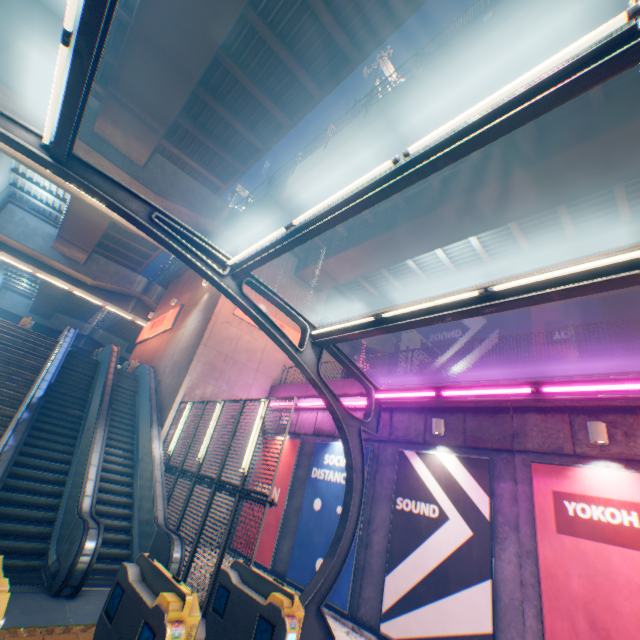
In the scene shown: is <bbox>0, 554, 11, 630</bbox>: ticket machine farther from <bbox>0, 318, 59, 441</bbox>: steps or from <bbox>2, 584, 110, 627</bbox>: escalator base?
<bbox>0, 318, 59, 441</bbox>: steps

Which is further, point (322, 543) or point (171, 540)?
point (322, 543)

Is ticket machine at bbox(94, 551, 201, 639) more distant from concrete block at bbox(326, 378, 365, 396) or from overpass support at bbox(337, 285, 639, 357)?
overpass support at bbox(337, 285, 639, 357)

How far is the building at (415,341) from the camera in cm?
3891

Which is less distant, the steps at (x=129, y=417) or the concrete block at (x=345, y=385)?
the steps at (x=129, y=417)

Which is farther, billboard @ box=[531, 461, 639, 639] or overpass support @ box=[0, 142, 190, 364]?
overpass support @ box=[0, 142, 190, 364]

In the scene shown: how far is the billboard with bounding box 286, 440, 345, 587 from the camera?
10.06m

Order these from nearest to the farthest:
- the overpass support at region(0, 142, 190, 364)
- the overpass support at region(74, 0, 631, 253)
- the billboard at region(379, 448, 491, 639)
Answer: the billboard at region(379, 448, 491, 639) → the overpass support at region(74, 0, 631, 253) → the overpass support at region(0, 142, 190, 364)
